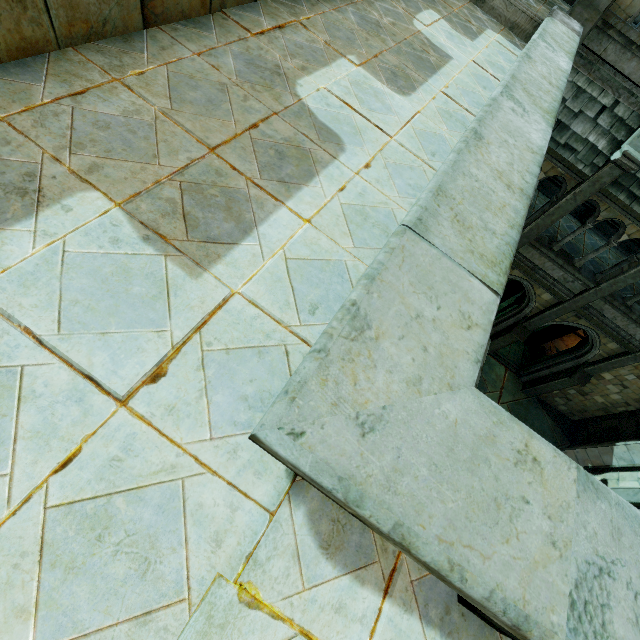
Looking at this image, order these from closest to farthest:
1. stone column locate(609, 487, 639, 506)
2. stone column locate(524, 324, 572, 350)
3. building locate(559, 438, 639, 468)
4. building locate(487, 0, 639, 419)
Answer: building locate(487, 0, 639, 419), stone column locate(609, 487, 639, 506), building locate(559, 438, 639, 468), stone column locate(524, 324, 572, 350)

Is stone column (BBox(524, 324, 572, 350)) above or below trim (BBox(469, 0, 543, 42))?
below

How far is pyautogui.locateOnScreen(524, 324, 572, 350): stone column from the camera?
16.25m

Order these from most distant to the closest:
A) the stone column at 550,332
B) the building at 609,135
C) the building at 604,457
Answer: the stone column at 550,332
the building at 604,457
the building at 609,135

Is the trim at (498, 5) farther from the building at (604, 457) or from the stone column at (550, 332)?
the stone column at (550, 332)

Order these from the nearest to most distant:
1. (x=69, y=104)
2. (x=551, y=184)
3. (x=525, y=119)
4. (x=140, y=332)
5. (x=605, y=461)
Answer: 1. (x=140, y=332)
2. (x=69, y=104)
3. (x=525, y=119)
4. (x=605, y=461)
5. (x=551, y=184)

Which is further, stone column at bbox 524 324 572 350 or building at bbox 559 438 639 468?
stone column at bbox 524 324 572 350

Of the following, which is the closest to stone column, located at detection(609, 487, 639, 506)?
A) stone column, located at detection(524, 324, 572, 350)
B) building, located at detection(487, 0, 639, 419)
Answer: building, located at detection(487, 0, 639, 419)
